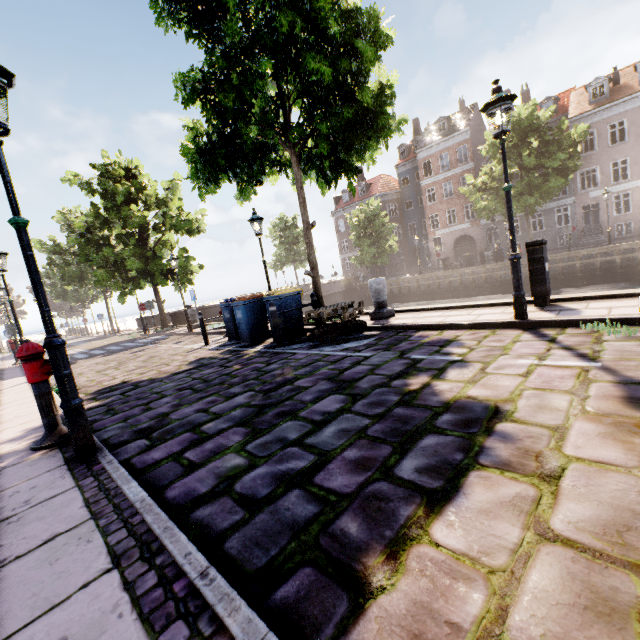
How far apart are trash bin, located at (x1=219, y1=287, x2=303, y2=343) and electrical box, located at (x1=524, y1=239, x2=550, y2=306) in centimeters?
646cm

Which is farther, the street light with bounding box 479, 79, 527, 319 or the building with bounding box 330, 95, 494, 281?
the building with bounding box 330, 95, 494, 281

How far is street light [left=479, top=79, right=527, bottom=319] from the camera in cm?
500

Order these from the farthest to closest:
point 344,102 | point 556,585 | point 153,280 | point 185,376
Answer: point 153,280, point 344,102, point 185,376, point 556,585

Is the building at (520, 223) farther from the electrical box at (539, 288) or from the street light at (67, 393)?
the street light at (67, 393)

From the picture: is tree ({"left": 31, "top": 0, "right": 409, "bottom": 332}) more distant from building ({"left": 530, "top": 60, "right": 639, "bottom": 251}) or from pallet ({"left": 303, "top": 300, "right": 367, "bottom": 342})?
building ({"left": 530, "top": 60, "right": 639, "bottom": 251})

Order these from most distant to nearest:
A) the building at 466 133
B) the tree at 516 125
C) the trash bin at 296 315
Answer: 1. the building at 466 133
2. the tree at 516 125
3. the trash bin at 296 315

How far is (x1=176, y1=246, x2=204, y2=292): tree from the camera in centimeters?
1852cm
